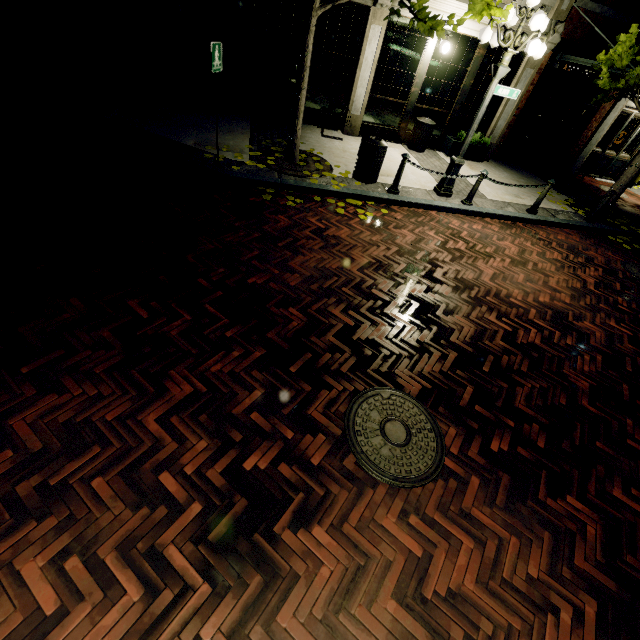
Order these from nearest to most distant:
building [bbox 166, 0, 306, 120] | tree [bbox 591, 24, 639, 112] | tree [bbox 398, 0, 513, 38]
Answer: tree [bbox 398, 0, 513, 38] < tree [bbox 591, 24, 639, 112] < building [bbox 166, 0, 306, 120]

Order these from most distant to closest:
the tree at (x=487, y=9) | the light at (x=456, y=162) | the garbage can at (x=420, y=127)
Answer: the garbage can at (x=420, y=127) → the light at (x=456, y=162) → the tree at (x=487, y=9)

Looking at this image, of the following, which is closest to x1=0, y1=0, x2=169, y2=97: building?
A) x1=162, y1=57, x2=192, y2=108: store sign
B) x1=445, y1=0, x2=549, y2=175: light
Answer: x1=162, y1=57, x2=192, y2=108: store sign

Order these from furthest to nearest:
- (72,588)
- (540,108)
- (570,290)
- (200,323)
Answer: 1. (540,108)
2. (570,290)
3. (200,323)
4. (72,588)

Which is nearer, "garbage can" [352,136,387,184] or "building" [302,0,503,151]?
"garbage can" [352,136,387,184]

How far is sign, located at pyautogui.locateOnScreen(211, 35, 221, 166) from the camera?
5.2 meters

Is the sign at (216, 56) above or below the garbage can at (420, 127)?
above

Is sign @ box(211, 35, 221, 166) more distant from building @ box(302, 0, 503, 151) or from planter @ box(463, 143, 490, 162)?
planter @ box(463, 143, 490, 162)
